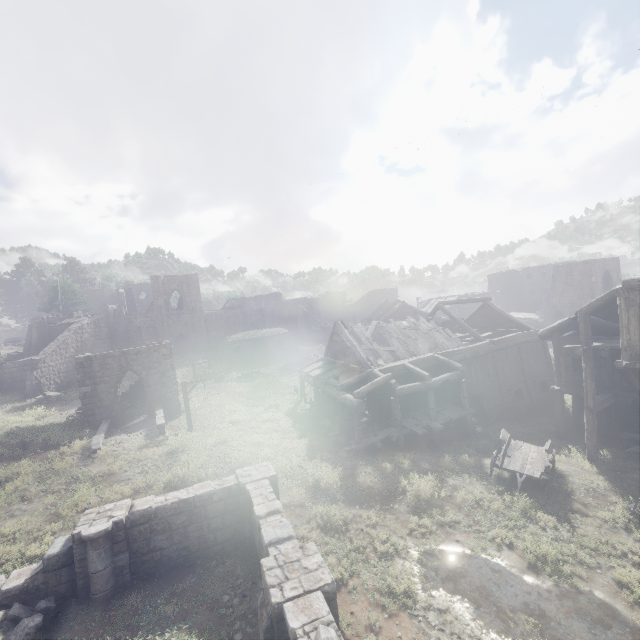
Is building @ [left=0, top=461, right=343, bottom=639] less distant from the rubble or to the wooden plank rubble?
the rubble

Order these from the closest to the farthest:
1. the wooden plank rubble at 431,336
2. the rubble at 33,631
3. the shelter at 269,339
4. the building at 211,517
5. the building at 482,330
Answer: the building at 211,517 → the rubble at 33,631 → the building at 482,330 → the wooden plank rubble at 431,336 → the shelter at 269,339

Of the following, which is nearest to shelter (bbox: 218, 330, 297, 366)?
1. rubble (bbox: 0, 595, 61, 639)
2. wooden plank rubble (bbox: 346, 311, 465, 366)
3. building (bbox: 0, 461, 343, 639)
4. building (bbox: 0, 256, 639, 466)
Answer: building (bbox: 0, 256, 639, 466)

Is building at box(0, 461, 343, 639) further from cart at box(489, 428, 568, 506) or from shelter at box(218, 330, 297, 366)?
shelter at box(218, 330, 297, 366)

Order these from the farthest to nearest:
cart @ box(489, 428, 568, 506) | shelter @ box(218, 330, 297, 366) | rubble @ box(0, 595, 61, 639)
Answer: shelter @ box(218, 330, 297, 366) → cart @ box(489, 428, 568, 506) → rubble @ box(0, 595, 61, 639)

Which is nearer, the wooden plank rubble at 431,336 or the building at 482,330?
the building at 482,330

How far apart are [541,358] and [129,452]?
27.6m

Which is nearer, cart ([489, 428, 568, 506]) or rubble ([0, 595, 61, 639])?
rubble ([0, 595, 61, 639])
